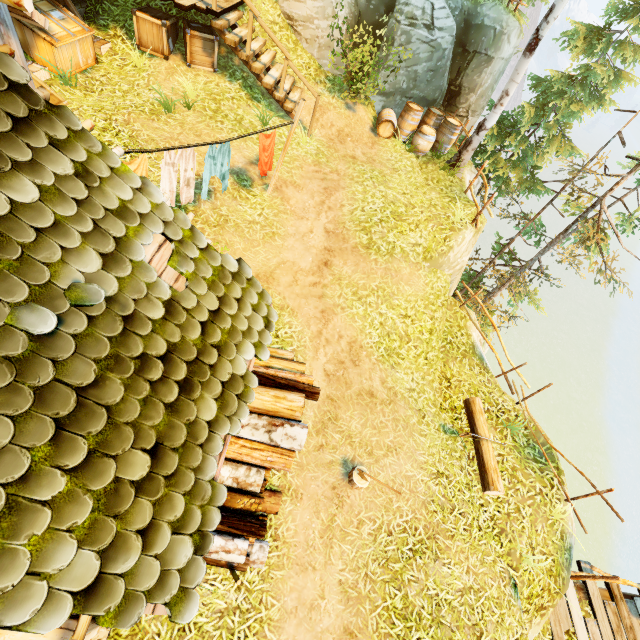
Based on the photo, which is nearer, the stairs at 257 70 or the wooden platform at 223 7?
the wooden platform at 223 7

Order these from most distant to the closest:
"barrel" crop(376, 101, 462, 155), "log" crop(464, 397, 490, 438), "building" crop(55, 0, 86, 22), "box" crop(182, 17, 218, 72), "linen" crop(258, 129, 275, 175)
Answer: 1. "barrel" crop(376, 101, 462, 155)
2. "box" crop(182, 17, 218, 72)
3. "building" crop(55, 0, 86, 22)
4. "log" crop(464, 397, 490, 438)
5. "linen" crop(258, 129, 275, 175)

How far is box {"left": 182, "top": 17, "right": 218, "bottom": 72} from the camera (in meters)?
8.38

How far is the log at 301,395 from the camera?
4.4m

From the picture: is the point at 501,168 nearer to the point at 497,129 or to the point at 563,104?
the point at 497,129

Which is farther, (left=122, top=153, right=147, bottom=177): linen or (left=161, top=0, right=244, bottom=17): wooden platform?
(left=161, top=0, right=244, bottom=17): wooden platform

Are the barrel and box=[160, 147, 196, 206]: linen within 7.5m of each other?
no

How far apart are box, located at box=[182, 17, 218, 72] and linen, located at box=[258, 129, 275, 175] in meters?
4.5
